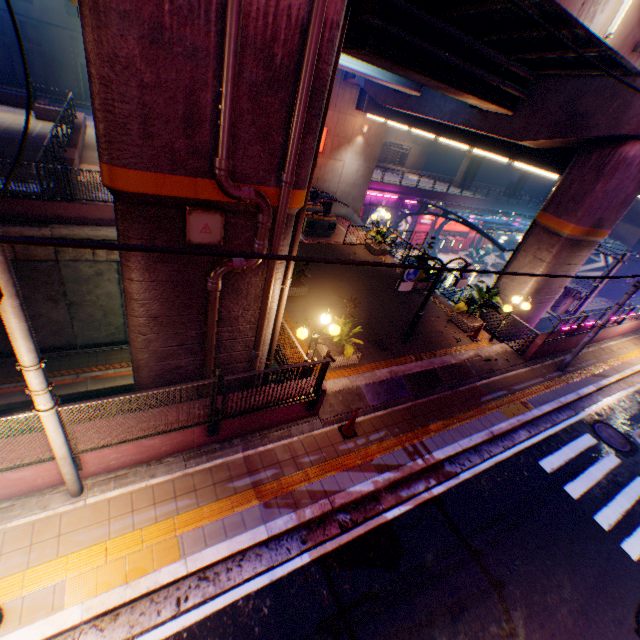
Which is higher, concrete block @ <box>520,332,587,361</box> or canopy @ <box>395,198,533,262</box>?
canopy @ <box>395,198,533,262</box>

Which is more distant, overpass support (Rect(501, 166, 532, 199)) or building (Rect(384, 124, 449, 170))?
overpass support (Rect(501, 166, 532, 199))

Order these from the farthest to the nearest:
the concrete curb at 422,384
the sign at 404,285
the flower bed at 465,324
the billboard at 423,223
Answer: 1. the billboard at 423,223
2. the flower bed at 465,324
3. the sign at 404,285
4. the concrete curb at 422,384

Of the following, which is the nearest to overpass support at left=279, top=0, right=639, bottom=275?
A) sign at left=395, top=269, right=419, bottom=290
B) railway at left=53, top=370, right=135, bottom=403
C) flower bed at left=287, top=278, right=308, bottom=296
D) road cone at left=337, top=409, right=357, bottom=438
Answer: road cone at left=337, top=409, right=357, bottom=438

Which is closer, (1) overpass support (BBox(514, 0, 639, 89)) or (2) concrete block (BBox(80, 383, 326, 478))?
(2) concrete block (BBox(80, 383, 326, 478))

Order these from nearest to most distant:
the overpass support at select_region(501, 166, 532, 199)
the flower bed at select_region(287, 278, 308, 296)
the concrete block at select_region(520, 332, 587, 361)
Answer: the flower bed at select_region(287, 278, 308, 296) < the concrete block at select_region(520, 332, 587, 361) < the overpass support at select_region(501, 166, 532, 199)

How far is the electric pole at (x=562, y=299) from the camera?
17.95m

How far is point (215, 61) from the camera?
4.2 meters
